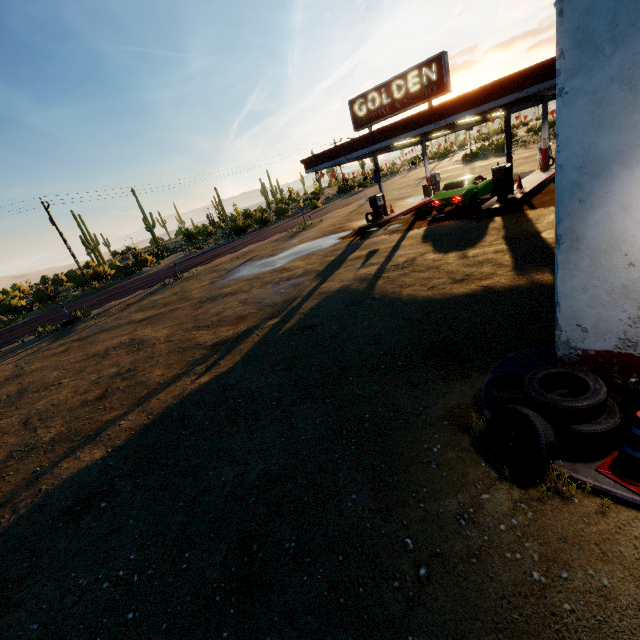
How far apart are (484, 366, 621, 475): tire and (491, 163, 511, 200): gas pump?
13.89m

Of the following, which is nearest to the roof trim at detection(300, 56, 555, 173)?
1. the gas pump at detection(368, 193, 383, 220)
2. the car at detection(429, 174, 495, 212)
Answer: the gas pump at detection(368, 193, 383, 220)

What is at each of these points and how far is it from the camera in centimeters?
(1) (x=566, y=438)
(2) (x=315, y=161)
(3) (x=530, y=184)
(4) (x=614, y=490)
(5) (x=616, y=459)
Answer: (1) tire, 316cm
(2) roof trim, 1834cm
(3) curb, 1711cm
(4) curb, 287cm
(5) traffic cone, 297cm

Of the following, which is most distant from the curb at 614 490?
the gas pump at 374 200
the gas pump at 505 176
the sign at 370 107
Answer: the gas pump at 374 200

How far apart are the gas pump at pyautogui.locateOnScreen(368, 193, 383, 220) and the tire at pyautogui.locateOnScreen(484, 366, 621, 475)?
17.36m

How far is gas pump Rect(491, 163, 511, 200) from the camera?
14.7 meters

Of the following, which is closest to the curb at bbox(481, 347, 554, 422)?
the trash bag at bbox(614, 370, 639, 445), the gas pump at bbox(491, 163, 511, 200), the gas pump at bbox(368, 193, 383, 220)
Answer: the trash bag at bbox(614, 370, 639, 445)

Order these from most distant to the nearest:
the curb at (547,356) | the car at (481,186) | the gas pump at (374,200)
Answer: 1. the gas pump at (374,200)
2. the car at (481,186)
3. the curb at (547,356)
